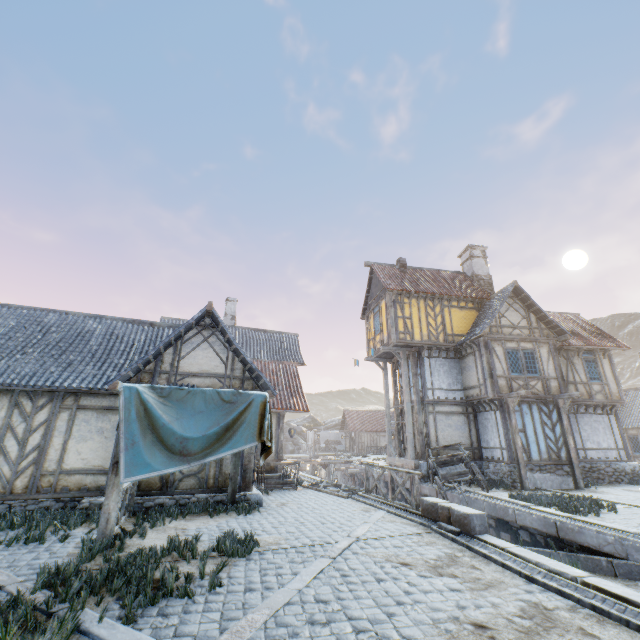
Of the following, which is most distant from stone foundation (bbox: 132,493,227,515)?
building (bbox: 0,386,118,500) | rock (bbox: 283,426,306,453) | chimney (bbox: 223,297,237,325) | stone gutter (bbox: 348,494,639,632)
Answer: rock (bbox: 283,426,306,453)

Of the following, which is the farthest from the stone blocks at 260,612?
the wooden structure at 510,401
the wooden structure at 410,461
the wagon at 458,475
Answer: the wooden structure at 510,401

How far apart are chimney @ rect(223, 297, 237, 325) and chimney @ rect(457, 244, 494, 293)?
16.9 meters

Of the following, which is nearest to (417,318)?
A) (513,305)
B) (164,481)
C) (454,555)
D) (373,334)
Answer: (373,334)

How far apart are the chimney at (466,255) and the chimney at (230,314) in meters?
16.9

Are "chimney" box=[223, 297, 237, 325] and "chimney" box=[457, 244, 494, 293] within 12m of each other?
no

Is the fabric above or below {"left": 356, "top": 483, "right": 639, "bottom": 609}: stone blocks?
above

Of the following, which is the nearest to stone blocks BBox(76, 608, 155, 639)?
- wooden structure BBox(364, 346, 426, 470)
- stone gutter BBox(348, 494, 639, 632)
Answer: stone gutter BBox(348, 494, 639, 632)
